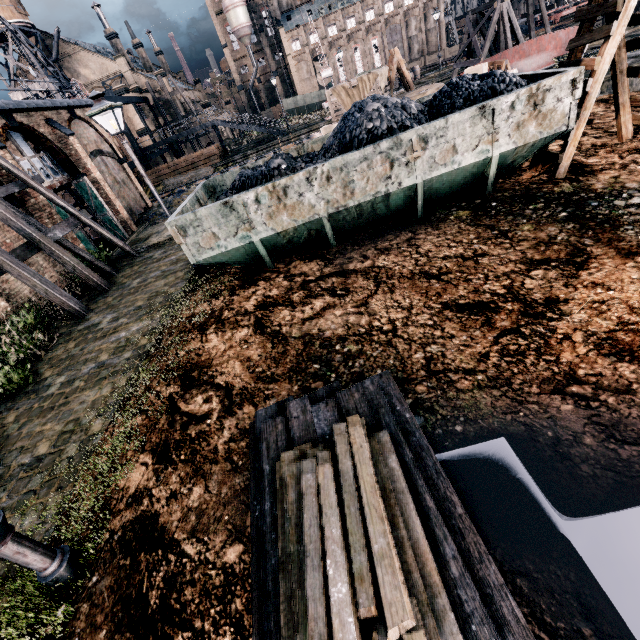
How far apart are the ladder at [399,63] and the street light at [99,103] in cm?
1936

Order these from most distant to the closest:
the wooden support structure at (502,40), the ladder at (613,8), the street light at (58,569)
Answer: the wooden support structure at (502,40) → the ladder at (613,8) → the street light at (58,569)

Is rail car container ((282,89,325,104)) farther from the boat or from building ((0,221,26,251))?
the boat

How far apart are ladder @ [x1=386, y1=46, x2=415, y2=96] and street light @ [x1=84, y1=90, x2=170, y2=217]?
19.4m

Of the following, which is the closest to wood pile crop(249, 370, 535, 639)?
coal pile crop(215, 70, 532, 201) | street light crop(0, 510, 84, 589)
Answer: street light crop(0, 510, 84, 589)

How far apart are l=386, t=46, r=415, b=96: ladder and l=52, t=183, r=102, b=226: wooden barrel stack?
22.1m

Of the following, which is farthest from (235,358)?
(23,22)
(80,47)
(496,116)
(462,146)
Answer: (80,47)

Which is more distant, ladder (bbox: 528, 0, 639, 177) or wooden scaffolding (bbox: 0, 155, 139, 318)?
wooden scaffolding (bbox: 0, 155, 139, 318)
